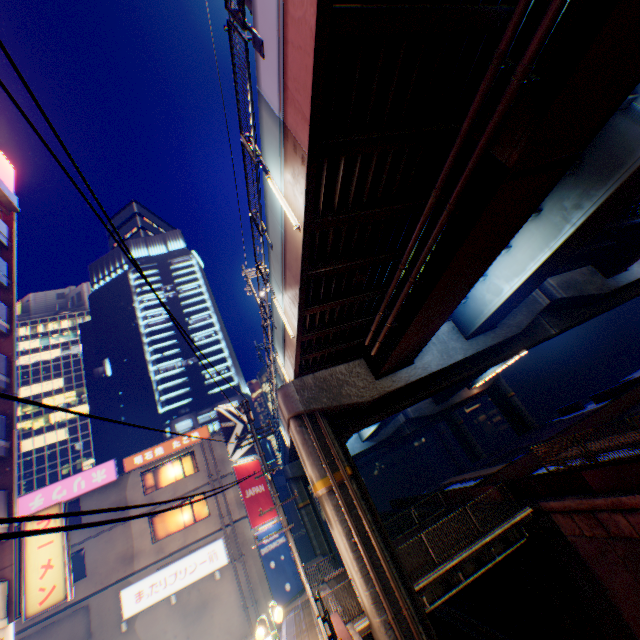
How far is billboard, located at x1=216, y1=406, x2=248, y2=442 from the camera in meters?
25.1 m

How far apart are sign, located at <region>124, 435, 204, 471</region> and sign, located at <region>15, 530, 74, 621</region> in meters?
10.1 m

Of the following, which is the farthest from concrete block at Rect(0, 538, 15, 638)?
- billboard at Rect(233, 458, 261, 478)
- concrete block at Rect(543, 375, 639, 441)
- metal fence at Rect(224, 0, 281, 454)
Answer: concrete block at Rect(543, 375, 639, 441)

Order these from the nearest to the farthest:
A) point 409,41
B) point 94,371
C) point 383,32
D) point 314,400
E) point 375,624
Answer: Answer: point 383,32, point 409,41, point 375,624, point 314,400, point 94,371

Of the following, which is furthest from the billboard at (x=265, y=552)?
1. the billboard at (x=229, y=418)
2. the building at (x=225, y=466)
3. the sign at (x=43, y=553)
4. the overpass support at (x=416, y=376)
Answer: the sign at (x=43, y=553)

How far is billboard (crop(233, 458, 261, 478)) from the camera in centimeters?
2360cm

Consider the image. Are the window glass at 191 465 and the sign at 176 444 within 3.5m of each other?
yes

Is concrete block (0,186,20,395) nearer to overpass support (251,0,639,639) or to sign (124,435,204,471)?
sign (124,435,204,471)
